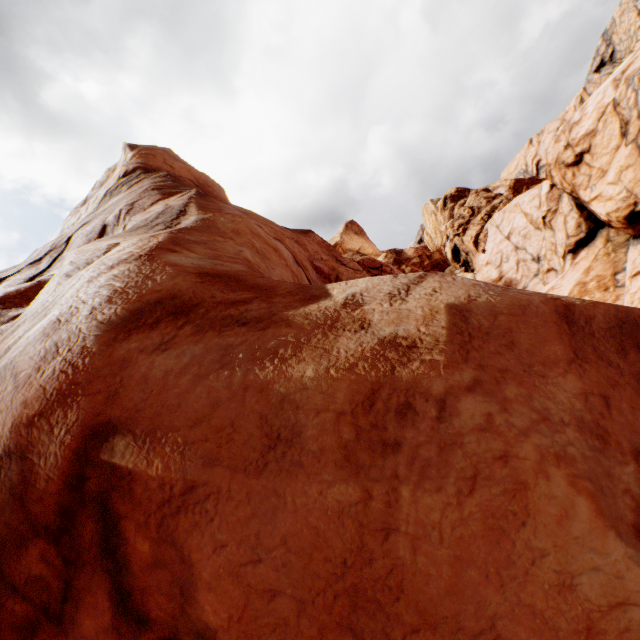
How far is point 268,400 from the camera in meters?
2.5 m
